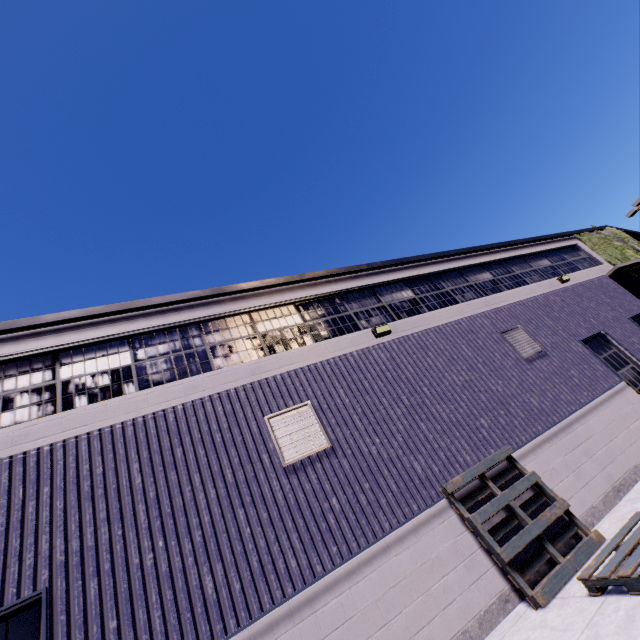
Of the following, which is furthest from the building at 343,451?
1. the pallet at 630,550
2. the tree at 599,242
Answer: the pallet at 630,550

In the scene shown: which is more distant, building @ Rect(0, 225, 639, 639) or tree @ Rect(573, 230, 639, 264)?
tree @ Rect(573, 230, 639, 264)

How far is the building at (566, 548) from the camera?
5.85m

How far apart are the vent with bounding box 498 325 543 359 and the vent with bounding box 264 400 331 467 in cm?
623

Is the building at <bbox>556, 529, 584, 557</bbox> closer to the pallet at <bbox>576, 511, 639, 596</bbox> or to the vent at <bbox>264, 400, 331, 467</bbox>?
the vent at <bbox>264, 400, 331, 467</bbox>

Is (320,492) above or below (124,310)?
below

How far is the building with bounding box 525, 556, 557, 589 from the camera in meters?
5.4 m

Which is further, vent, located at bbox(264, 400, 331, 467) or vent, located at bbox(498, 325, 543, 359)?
vent, located at bbox(498, 325, 543, 359)
